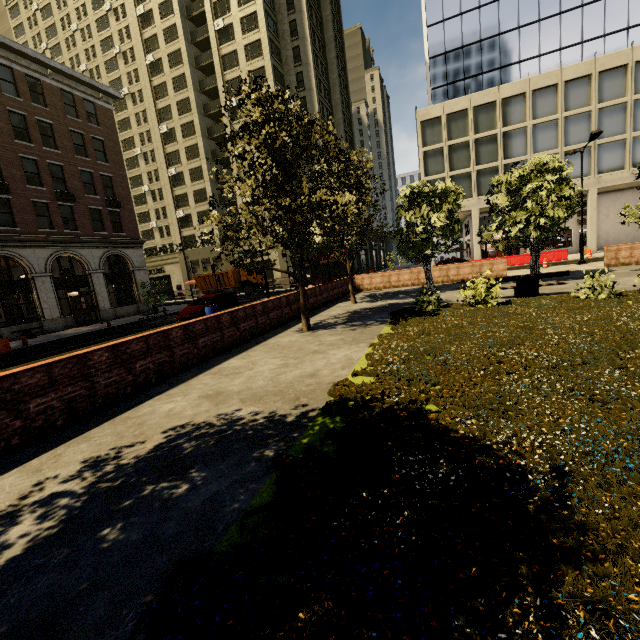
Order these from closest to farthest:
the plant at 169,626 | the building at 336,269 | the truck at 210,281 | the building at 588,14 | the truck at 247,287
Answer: the plant at 169,626
the building at 588,14
the truck at 247,287
the truck at 210,281
the building at 336,269

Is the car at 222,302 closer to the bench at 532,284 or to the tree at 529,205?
the tree at 529,205

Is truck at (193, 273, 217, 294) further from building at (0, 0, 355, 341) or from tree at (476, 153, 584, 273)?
tree at (476, 153, 584, 273)

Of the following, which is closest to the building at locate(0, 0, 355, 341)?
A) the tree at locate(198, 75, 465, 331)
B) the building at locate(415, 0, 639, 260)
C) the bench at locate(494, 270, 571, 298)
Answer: the tree at locate(198, 75, 465, 331)

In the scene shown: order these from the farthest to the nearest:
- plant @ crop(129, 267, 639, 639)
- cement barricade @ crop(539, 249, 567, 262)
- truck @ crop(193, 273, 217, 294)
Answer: truck @ crop(193, 273, 217, 294)
cement barricade @ crop(539, 249, 567, 262)
plant @ crop(129, 267, 639, 639)

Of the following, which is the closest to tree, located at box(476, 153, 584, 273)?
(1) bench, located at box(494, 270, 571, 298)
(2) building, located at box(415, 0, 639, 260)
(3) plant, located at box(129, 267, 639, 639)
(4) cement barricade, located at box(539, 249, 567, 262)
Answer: (3) plant, located at box(129, 267, 639, 639)

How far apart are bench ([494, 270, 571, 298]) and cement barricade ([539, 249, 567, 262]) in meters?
19.0

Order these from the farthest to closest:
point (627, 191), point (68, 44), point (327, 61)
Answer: point (68, 44), point (327, 61), point (627, 191)
